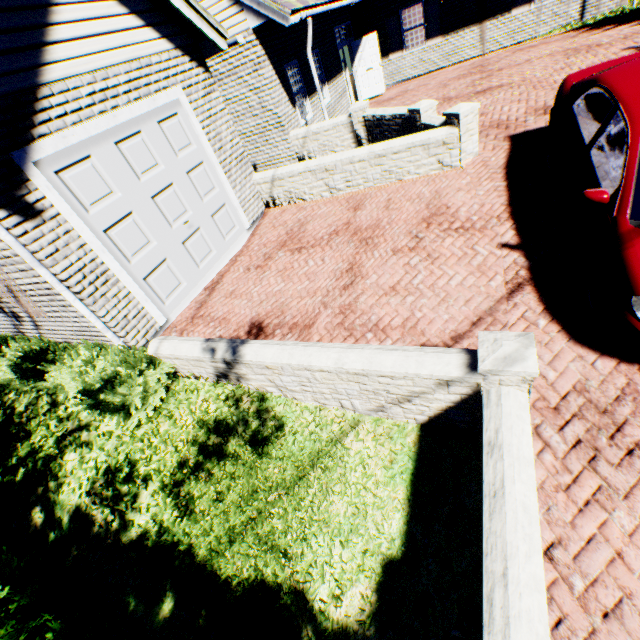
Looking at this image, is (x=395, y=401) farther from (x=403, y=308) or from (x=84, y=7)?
(x=84, y=7)

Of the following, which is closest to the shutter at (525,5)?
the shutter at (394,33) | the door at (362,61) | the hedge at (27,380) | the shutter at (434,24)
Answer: the shutter at (434,24)

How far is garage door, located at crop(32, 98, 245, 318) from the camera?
4.72m

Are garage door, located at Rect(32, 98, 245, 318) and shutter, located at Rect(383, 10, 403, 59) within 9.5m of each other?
no

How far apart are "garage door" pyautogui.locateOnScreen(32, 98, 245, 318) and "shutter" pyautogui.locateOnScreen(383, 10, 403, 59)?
13.54m

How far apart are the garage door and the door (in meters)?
11.67

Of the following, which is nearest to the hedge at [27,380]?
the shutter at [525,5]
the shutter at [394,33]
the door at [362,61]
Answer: the door at [362,61]

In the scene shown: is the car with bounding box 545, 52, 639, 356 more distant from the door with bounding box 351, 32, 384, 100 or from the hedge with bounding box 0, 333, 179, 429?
the door with bounding box 351, 32, 384, 100
